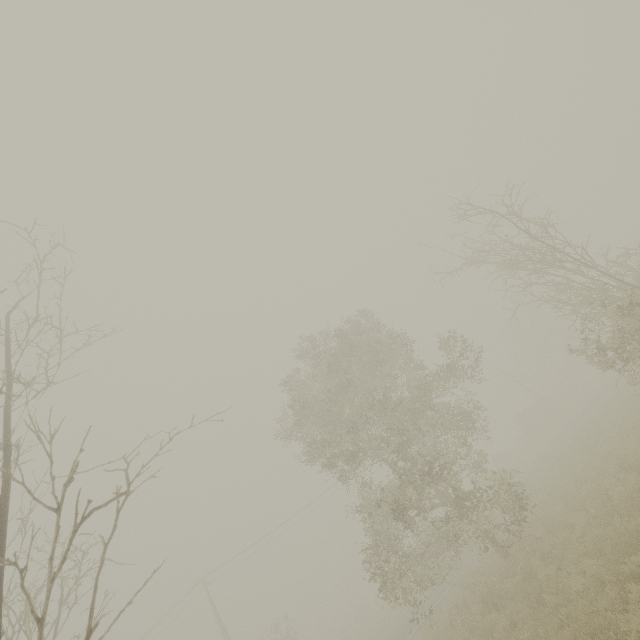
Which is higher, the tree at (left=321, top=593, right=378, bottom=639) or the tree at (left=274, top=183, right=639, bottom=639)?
the tree at (left=274, top=183, right=639, bottom=639)

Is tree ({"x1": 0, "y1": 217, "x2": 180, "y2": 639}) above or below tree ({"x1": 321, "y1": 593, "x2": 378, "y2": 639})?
above

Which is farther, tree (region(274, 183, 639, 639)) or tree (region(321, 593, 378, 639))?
tree (region(321, 593, 378, 639))

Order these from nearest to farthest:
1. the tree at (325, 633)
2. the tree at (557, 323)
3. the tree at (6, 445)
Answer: the tree at (6, 445) → the tree at (557, 323) → the tree at (325, 633)

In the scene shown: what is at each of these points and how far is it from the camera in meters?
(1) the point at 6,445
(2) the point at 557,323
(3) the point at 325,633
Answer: (1) tree, 6.1 m
(2) tree, 41.3 m
(3) tree, 53.6 m

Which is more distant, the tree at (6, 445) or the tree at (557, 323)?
the tree at (557, 323)

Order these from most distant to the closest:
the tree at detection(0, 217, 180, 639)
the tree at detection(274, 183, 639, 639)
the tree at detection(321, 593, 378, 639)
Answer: the tree at detection(321, 593, 378, 639), the tree at detection(274, 183, 639, 639), the tree at detection(0, 217, 180, 639)

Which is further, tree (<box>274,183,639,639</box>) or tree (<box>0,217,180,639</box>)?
tree (<box>274,183,639,639</box>)
